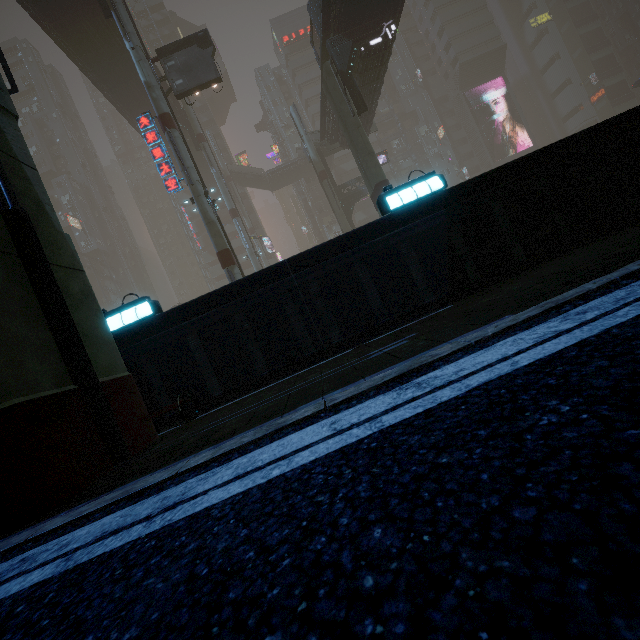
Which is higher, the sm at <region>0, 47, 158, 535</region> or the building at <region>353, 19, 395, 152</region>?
the building at <region>353, 19, 395, 152</region>

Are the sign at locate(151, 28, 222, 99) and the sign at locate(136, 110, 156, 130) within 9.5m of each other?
yes

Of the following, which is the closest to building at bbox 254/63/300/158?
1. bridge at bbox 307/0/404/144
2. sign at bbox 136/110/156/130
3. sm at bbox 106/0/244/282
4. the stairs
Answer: bridge at bbox 307/0/404/144

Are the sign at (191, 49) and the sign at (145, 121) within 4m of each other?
yes

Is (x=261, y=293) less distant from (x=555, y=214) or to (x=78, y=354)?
(x=78, y=354)

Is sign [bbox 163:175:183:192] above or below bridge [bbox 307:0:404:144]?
below

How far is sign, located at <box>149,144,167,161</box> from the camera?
19.77m

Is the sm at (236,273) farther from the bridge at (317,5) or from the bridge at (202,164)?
the bridge at (317,5)
